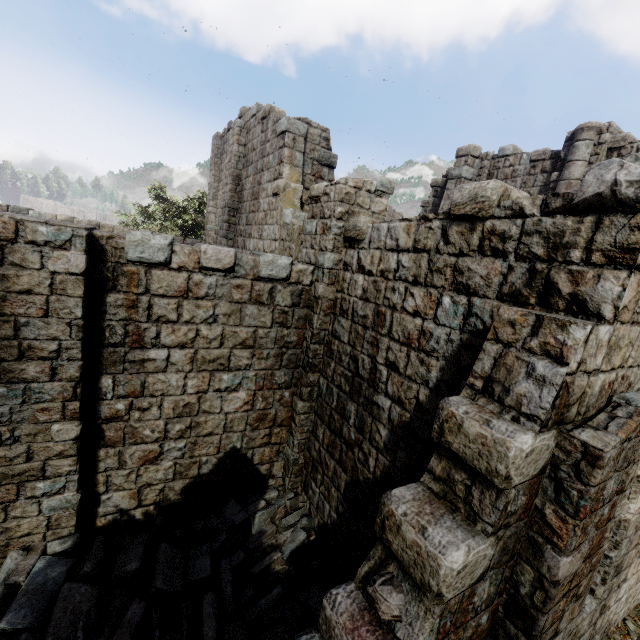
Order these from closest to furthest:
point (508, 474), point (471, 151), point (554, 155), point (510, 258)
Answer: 1. point (508, 474)
2. point (510, 258)
3. point (554, 155)
4. point (471, 151)

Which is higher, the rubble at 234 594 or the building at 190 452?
the building at 190 452

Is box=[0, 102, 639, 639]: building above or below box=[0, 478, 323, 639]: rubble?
above

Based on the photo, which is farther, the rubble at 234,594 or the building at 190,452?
the rubble at 234,594

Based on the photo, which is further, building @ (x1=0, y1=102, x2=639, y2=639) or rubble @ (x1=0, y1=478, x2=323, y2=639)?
rubble @ (x1=0, y1=478, x2=323, y2=639)
